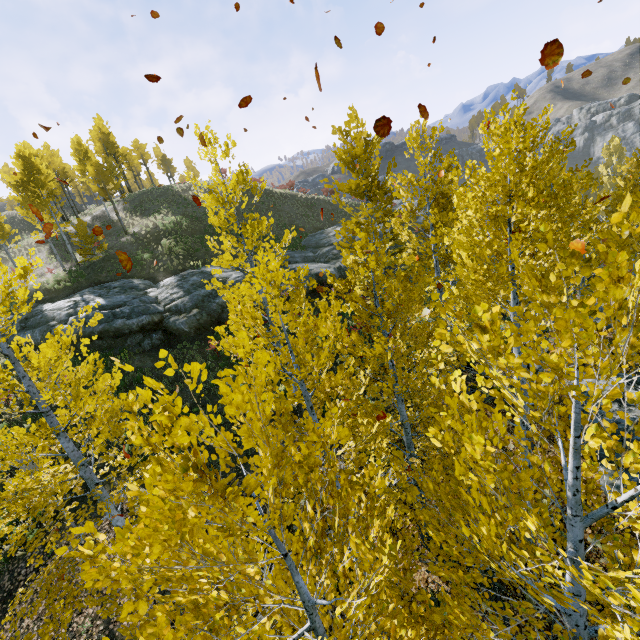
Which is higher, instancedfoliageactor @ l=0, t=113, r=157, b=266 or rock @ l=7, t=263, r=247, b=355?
instancedfoliageactor @ l=0, t=113, r=157, b=266

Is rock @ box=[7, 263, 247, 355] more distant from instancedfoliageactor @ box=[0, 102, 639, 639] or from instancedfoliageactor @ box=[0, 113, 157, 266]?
instancedfoliageactor @ box=[0, 113, 157, 266]

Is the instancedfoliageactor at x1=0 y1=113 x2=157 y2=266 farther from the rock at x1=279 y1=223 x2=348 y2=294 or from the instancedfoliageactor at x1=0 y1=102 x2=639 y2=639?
the instancedfoliageactor at x1=0 y1=102 x2=639 y2=639

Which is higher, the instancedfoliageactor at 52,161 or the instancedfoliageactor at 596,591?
the instancedfoliageactor at 52,161

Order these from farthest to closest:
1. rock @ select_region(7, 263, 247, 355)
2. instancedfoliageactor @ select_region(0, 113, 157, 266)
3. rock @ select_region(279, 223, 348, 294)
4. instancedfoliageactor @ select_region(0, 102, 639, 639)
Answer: instancedfoliageactor @ select_region(0, 113, 157, 266) < rock @ select_region(279, 223, 348, 294) < rock @ select_region(7, 263, 247, 355) < instancedfoliageactor @ select_region(0, 102, 639, 639)

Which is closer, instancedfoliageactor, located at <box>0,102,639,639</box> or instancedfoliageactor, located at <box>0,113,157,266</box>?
instancedfoliageactor, located at <box>0,102,639,639</box>

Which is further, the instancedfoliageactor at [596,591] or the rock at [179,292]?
the rock at [179,292]

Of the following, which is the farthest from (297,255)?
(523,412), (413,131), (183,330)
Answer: (523,412)
